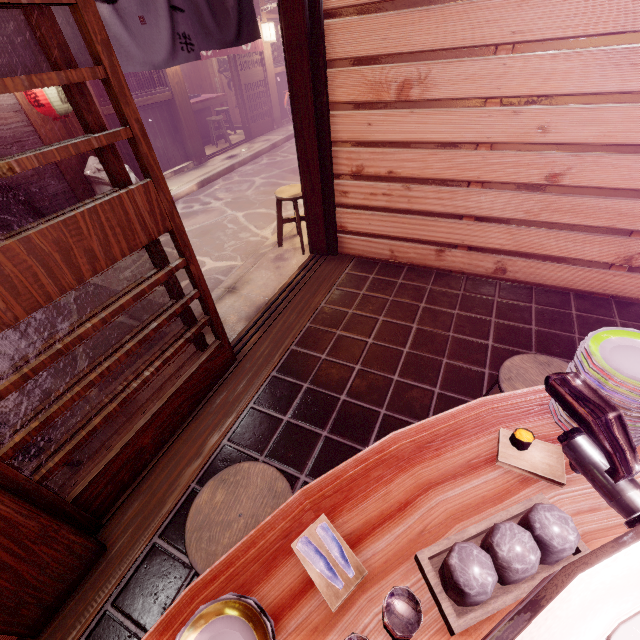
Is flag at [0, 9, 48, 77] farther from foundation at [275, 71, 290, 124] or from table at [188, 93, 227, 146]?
table at [188, 93, 227, 146]

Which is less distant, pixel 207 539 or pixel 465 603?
pixel 465 603

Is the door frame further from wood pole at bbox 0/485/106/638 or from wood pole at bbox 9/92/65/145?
wood pole at bbox 9/92/65/145

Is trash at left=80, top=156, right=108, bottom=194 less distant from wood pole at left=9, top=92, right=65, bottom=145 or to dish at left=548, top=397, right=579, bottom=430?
wood pole at left=9, top=92, right=65, bottom=145

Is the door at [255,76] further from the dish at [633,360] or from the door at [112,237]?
the dish at [633,360]

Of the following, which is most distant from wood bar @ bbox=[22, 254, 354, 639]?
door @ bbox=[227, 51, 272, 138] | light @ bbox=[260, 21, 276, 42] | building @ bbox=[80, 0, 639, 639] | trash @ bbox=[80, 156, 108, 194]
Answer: light @ bbox=[260, 21, 276, 42]

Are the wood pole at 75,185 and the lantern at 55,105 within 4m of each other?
yes

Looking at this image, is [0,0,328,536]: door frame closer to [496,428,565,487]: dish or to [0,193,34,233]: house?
[496,428,565,487]: dish
